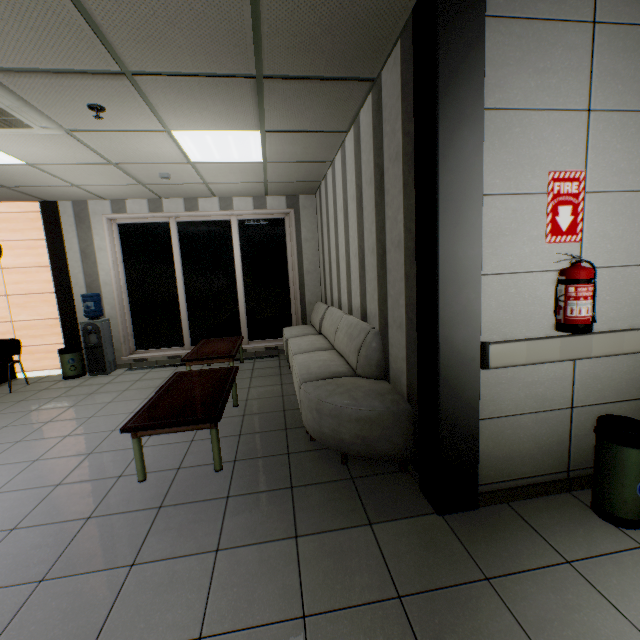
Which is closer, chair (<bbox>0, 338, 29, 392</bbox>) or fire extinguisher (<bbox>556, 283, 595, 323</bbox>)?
fire extinguisher (<bbox>556, 283, 595, 323</bbox>)

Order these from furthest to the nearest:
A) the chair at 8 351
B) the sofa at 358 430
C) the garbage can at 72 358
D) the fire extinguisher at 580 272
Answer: the garbage can at 72 358 < the chair at 8 351 < the sofa at 358 430 < the fire extinguisher at 580 272

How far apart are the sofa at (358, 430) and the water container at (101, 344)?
3.3 meters

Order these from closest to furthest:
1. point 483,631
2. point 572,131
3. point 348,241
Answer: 1. point 483,631
2. point 572,131
3. point 348,241

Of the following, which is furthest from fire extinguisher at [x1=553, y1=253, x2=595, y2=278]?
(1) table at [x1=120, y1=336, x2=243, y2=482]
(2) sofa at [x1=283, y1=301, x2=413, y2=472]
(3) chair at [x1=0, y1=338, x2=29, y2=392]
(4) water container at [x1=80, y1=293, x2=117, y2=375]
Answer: (3) chair at [x1=0, y1=338, x2=29, y2=392]

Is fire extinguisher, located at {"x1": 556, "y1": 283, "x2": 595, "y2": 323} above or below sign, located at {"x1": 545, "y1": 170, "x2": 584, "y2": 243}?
below

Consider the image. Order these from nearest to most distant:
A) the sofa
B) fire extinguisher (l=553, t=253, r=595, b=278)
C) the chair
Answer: fire extinguisher (l=553, t=253, r=595, b=278) → the sofa → the chair

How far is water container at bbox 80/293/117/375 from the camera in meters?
5.9 m
